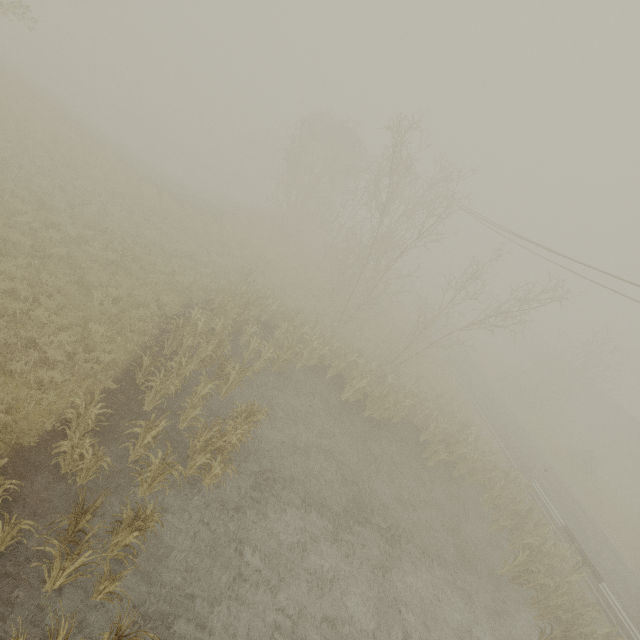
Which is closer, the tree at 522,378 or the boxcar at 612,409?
the tree at 522,378

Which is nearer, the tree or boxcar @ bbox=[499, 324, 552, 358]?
the tree

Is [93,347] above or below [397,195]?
below

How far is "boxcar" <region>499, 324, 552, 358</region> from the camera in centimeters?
5155cm

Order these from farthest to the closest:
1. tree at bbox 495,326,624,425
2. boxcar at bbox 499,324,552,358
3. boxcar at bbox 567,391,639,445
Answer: boxcar at bbox 499,324,552,358 → boxcar at bbox 567,391,639,445 → tree at bbox 495,326,624,425

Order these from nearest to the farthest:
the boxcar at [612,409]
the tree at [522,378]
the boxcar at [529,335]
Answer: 1. the tree at [522,378]
2. the boxcar at [612,409]
3. the boxcar at [529,335]

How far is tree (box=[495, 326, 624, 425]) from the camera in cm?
2967
